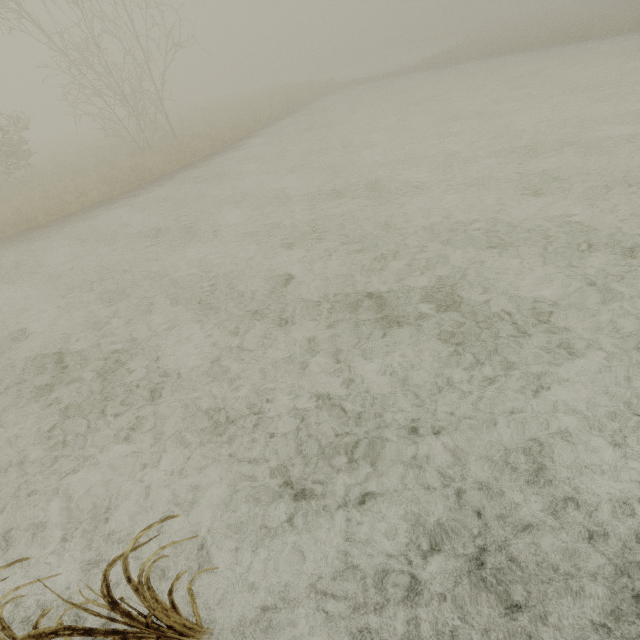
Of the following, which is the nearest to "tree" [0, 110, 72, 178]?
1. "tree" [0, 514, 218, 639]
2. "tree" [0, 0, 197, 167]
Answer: "tree" [0, 0, 197, 167]

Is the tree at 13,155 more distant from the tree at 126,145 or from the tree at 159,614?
the tree at 159,614

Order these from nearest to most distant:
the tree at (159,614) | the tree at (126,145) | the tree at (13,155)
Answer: the tree at (159,614), the tree at (126,145), the tree at (13,155)

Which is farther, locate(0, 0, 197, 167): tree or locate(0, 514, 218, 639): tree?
locate(0, 0, 197, 167): tree

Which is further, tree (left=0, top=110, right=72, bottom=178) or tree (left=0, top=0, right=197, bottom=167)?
tree (left=0, top=110, right=72, bottom=178)

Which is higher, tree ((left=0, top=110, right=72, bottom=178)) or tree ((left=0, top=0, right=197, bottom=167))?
tree ((left=0, top=110, right=72, bottom=178))

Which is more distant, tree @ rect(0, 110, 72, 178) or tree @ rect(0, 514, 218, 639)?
tree @ rect(0, 110, 72, 178)

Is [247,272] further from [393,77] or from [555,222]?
[393,77]
